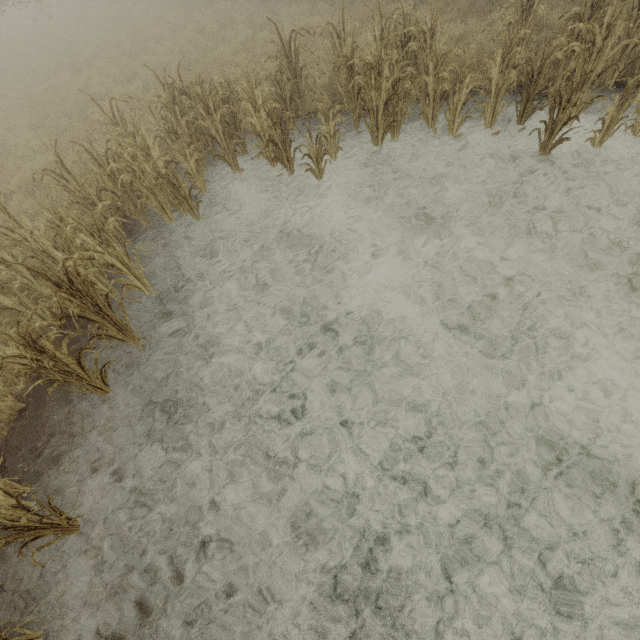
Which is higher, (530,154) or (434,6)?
(434,6)

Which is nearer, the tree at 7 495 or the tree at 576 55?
the tree at 7 495

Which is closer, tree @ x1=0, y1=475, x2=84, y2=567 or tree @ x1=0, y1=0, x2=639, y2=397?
tree @ x1=0, y1=475, x2=84, y2=567
